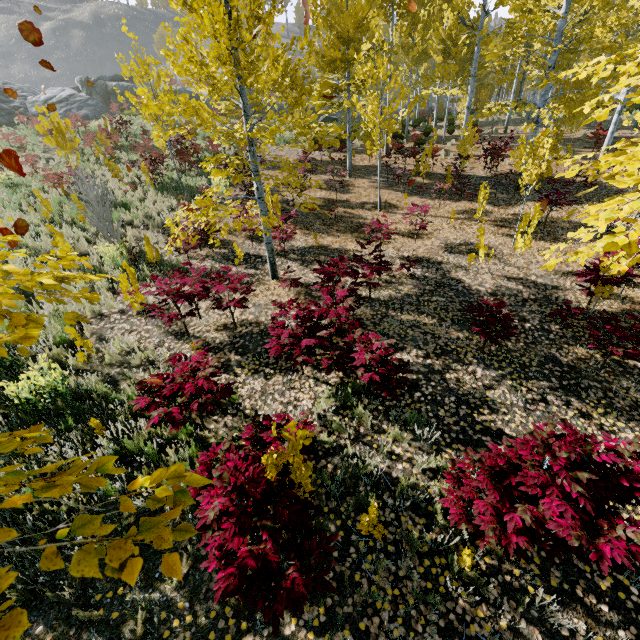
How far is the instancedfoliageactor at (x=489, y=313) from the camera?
4.98m

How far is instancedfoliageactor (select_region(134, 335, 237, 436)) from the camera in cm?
367

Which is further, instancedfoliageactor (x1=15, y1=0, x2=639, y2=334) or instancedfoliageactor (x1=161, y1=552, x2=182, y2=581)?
instancedfoliageactor (x1=15, y1=0, x2=639, y2=334)

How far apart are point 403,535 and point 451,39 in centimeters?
2222cm

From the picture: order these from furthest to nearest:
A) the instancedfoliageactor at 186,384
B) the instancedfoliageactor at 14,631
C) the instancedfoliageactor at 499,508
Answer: the instancedfoliageactor at 186,384 < the instancedfoliageactor at 499,508 < the instancedfoliageactor at 14,631
